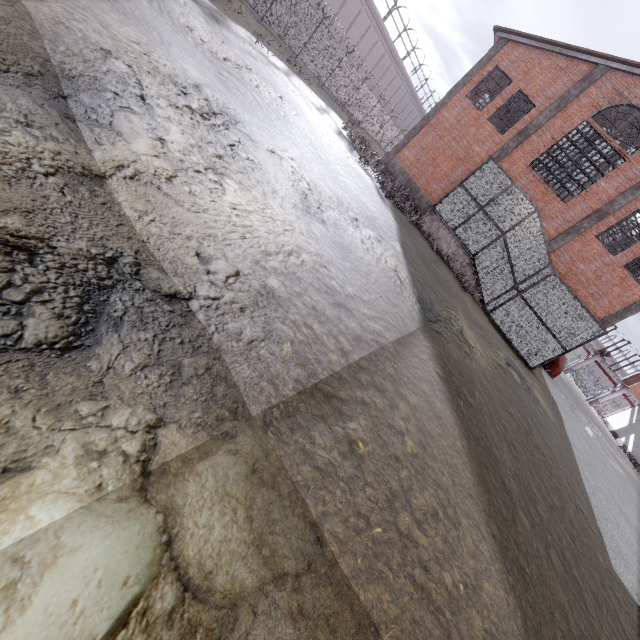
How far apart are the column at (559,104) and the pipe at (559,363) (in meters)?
10.93

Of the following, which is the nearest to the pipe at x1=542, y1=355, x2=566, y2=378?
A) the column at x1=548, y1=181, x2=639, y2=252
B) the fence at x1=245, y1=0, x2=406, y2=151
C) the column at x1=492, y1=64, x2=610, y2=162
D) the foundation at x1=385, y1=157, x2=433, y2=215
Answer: the column at x1=548, y1=181, x2=639, y2=252

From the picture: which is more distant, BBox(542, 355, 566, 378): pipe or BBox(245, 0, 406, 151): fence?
BBox(245, 0, 406, 151): fence

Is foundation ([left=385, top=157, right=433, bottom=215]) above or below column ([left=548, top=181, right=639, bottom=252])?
below

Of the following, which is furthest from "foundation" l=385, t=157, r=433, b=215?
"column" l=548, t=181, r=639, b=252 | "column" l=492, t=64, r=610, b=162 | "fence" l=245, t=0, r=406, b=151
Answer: "fence" l=245, t=0, r=406, b=151

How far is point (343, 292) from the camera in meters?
4.4 m

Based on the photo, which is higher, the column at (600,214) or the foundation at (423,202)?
the column at (600,214)

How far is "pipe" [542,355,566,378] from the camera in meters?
19.3
